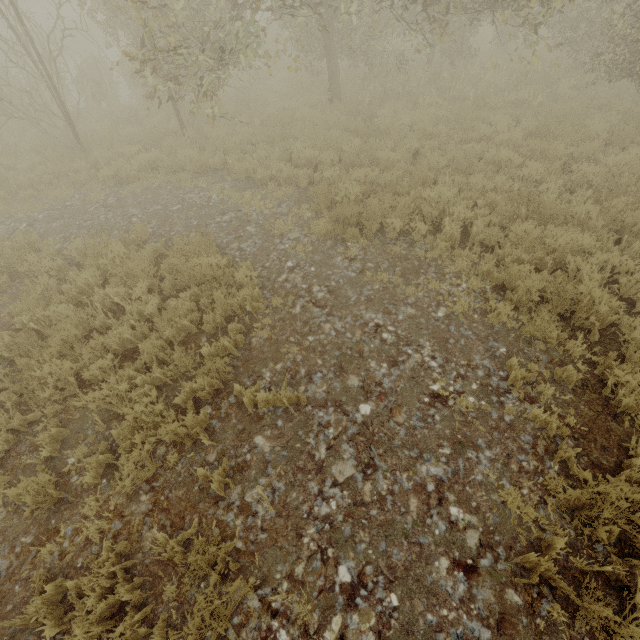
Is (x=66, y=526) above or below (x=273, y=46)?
below
